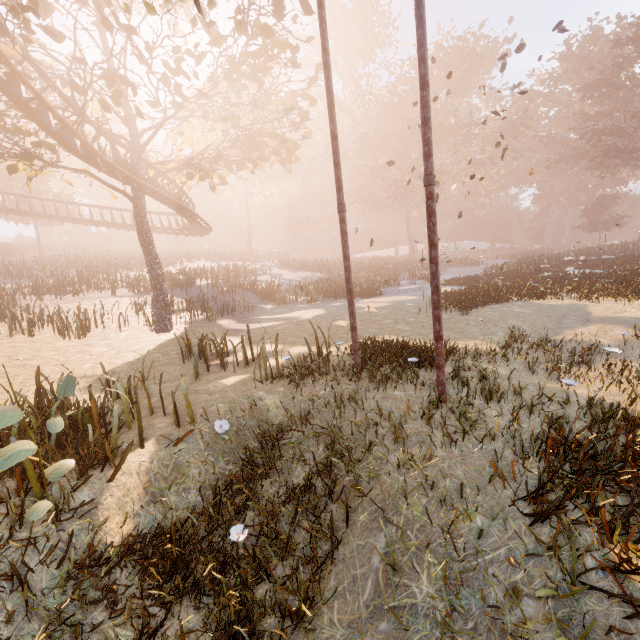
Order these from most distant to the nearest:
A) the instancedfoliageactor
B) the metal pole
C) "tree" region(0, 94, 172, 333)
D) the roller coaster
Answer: "tree" region(0, 94, 172, 333)
the roller coaster
the instancedfoliageactor
the metal pole

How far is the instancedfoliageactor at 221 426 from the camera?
5.6 meters

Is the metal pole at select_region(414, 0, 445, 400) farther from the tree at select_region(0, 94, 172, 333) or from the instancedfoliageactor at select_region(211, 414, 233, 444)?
the tree at select_region(0, 94, 172, 333)

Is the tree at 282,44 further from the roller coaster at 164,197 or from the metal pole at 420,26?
the metal pole at 420,26

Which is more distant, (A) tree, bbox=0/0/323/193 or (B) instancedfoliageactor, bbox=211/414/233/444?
(A) tree, bbox=0/0/323/193

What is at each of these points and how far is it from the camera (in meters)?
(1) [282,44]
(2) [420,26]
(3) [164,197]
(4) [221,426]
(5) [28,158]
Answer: (1) tree, 11.51
(2) metal pole, 4.76
(3) roller coaster, 15.38
(4) instancedfoliageactor, 5.65
(5) tree, 12.17

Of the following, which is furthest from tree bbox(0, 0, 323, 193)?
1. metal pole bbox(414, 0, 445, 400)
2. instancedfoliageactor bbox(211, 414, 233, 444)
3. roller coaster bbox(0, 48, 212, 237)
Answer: instancedfoliageactor bbox(211, 414, 233, 444)

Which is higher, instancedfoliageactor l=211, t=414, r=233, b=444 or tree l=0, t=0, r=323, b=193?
tree l=0, t=0, r=323, b=193
